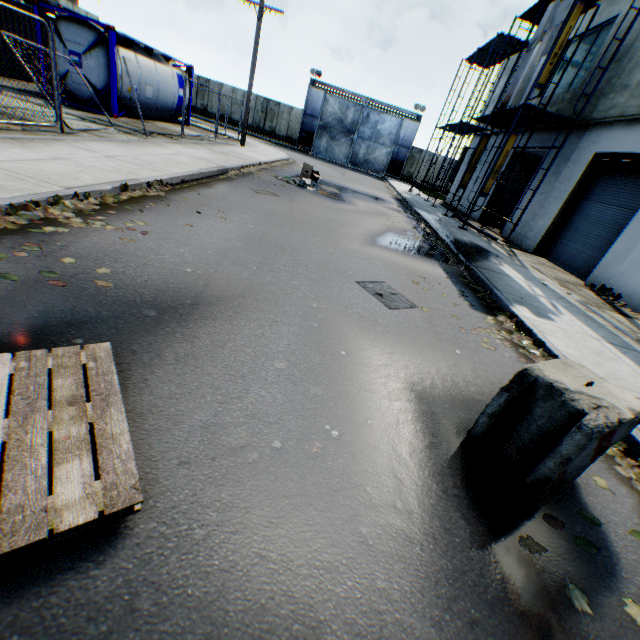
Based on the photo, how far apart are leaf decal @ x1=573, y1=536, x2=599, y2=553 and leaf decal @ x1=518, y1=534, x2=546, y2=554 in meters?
0.3

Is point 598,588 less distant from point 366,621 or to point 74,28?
point 366,621

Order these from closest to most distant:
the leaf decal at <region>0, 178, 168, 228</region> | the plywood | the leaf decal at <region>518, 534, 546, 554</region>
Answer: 1. the leaf decal at <region>518, 534, 546, 554</region>
2. the leaf decal at <region>0, 178, 168, 228</region>
3. the plywood

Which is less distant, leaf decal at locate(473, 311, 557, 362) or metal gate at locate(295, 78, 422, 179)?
leaf decal at locate(473, 311, 557, 362)

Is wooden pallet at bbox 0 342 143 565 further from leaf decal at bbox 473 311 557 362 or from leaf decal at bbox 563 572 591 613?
leaf decal at bbox 473 311 557 362

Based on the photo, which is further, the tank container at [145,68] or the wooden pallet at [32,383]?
the tank container at [145,68]

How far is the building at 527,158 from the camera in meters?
15.9 m

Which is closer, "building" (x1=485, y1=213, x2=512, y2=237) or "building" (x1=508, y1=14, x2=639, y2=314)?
"building" (x1=508, y1=14, x2=639, y2=314)
